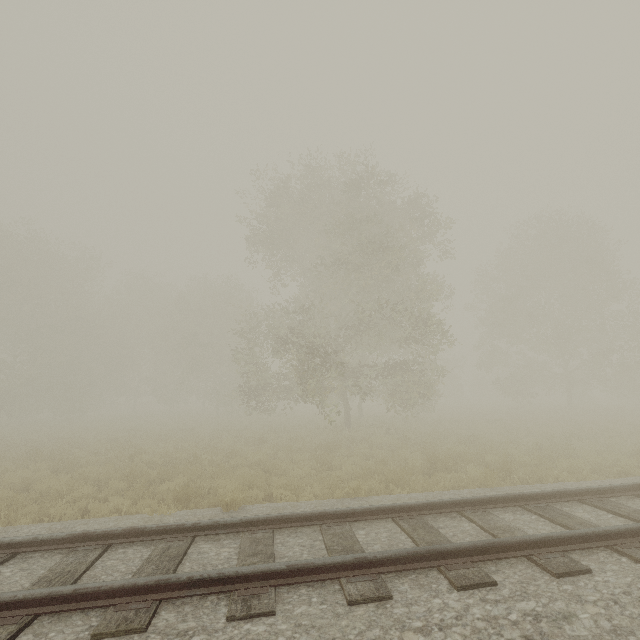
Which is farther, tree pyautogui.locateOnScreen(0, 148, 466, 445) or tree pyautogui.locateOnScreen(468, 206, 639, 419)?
tree pyautogui.locateOnScreen(468, 206, 639, 419)

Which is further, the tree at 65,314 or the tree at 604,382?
the tree at 604,382

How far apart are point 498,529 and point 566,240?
27.1 meters
